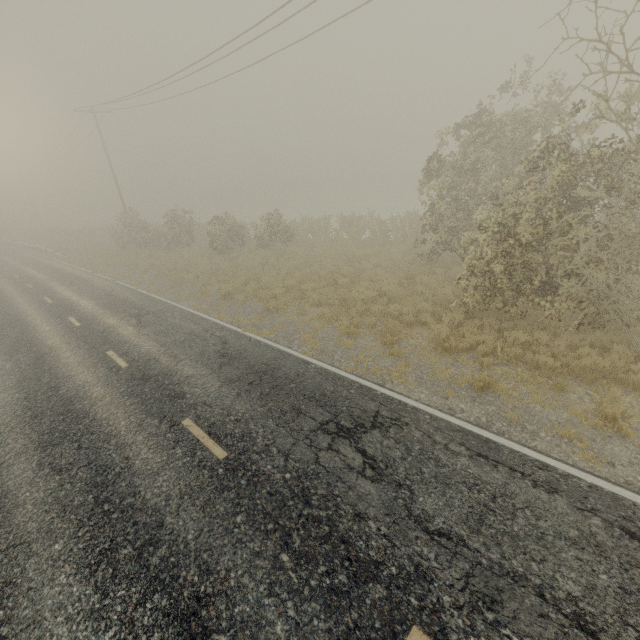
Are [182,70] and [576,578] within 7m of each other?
no
